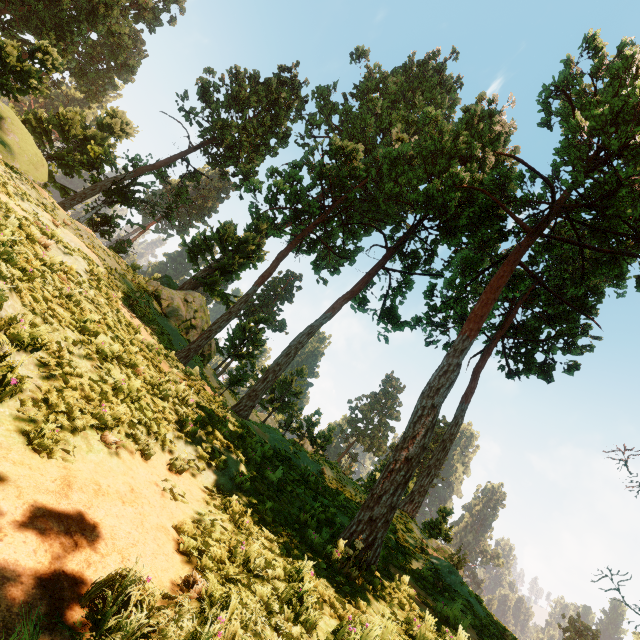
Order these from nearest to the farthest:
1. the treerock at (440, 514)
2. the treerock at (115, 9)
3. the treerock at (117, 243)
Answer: the treerock at (440, 514), the treerock at (115, 9), the treerock at (117, 243)

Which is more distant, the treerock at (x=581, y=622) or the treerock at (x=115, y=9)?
the treerock at (x=581, y=622)

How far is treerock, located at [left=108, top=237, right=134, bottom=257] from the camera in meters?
31.9

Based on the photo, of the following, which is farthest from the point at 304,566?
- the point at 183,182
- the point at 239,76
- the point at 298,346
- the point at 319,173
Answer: the point at 239,76

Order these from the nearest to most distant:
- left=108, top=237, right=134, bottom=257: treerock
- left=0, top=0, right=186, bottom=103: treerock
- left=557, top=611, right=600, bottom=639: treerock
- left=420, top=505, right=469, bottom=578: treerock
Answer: left=420, top=505, right=469, bottom=578: treerock, left=0, top=0, right=186, bottom=103: treerock, left=108, top=237, right=134, bottom=257: treerock, left=557, top=611, right=600, bottom=639: treerock

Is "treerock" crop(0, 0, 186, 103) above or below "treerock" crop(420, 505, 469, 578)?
above

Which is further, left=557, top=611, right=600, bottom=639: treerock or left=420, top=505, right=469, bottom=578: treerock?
left=557, top=611, right=600, bottom=639: treerock
